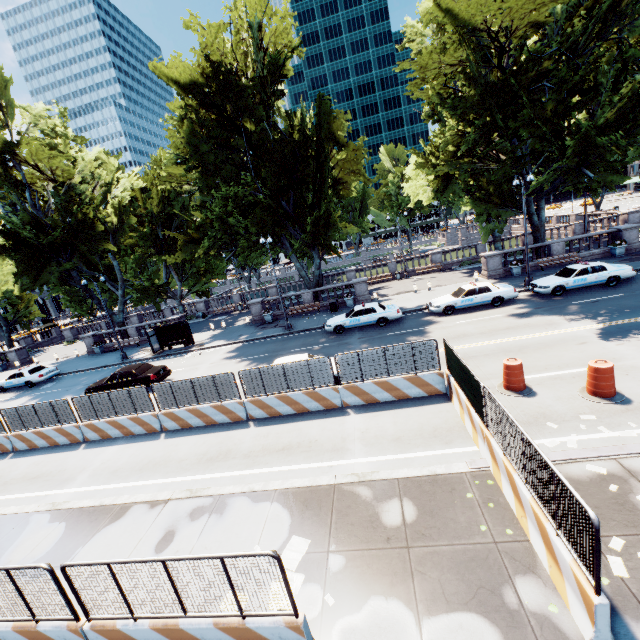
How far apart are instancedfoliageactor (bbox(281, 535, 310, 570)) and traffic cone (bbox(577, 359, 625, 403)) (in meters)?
9.21

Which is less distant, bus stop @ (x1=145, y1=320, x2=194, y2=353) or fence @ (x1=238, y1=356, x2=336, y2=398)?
fence @ (x1=238, y1=356, x2=336, y2=398)

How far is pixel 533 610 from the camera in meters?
5.1 m

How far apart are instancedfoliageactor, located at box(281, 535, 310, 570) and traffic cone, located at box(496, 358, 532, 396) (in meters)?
8.01

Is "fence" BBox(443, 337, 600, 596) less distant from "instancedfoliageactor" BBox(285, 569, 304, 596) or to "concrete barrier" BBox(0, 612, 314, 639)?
"concrete barrier" BBox(0, 612, 314, 639)

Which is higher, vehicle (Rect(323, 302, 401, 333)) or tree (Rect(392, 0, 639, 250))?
tree (Rect(392, 0, 639, 250))

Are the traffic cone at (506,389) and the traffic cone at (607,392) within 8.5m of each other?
yes

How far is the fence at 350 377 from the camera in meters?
11.9
